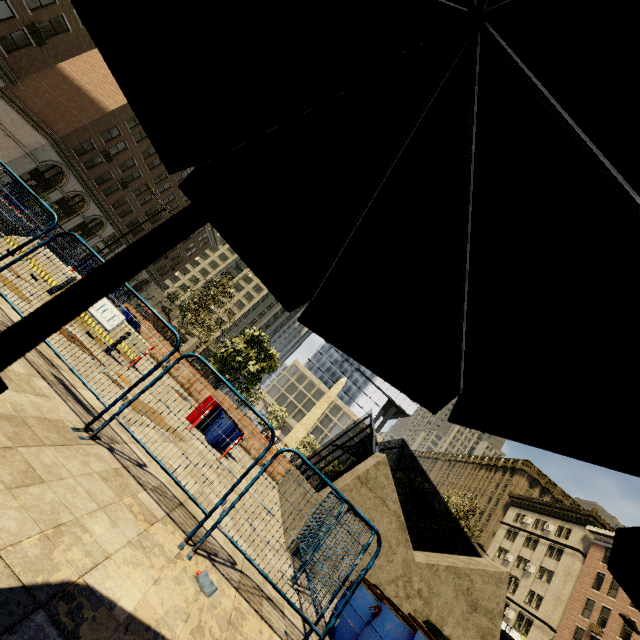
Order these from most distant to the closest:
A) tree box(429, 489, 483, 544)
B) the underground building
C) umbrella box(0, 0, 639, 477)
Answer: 1. tree box(429, 489, 483, 544)
2. the underground building
3. umbrella box(0, 0, 639, 477)

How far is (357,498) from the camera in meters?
8.3

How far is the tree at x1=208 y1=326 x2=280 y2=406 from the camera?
19.7m

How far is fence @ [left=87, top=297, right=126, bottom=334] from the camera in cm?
456

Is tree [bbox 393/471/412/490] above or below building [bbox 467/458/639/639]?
below

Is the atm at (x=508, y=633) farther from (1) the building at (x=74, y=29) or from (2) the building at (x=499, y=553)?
(1) the building at (x=74, y=29)

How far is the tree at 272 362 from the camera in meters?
19.7 m

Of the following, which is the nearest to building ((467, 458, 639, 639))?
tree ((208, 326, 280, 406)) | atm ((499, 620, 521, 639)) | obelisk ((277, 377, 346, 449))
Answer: tree ((208, 326, 280, 406))
